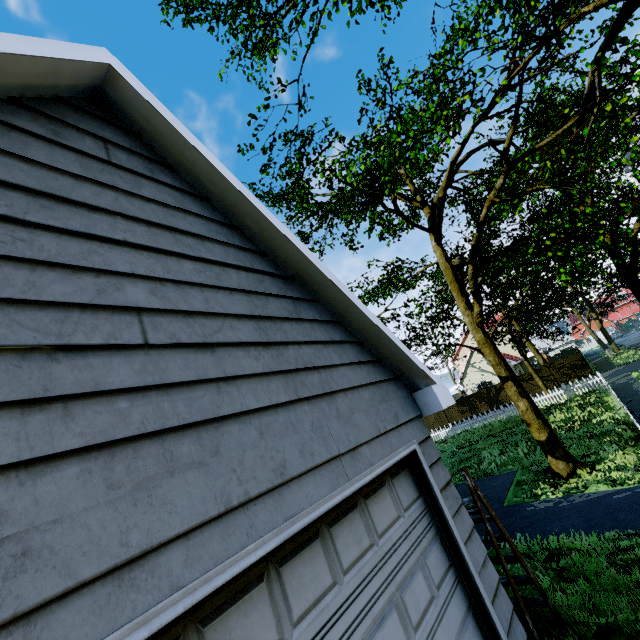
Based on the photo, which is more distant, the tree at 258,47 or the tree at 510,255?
the tree at 258,47

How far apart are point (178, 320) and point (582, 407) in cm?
2073

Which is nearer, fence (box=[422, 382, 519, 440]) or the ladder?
the ladder

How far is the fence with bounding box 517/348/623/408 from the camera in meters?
19.9 m

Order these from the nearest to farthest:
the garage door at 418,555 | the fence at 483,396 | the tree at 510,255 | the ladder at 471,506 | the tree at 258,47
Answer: the garage door at 418,555 → the ladder at 471,506 → the tree at 510,255 → the tree at 258,47 → the fence at 483,396

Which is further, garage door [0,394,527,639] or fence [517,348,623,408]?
fence [517,348,623,408]

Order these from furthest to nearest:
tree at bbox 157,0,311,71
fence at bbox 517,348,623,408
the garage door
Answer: fence at bbox 517,348,623,408 → tree at bbox 157,0,311,71 → the garage door
